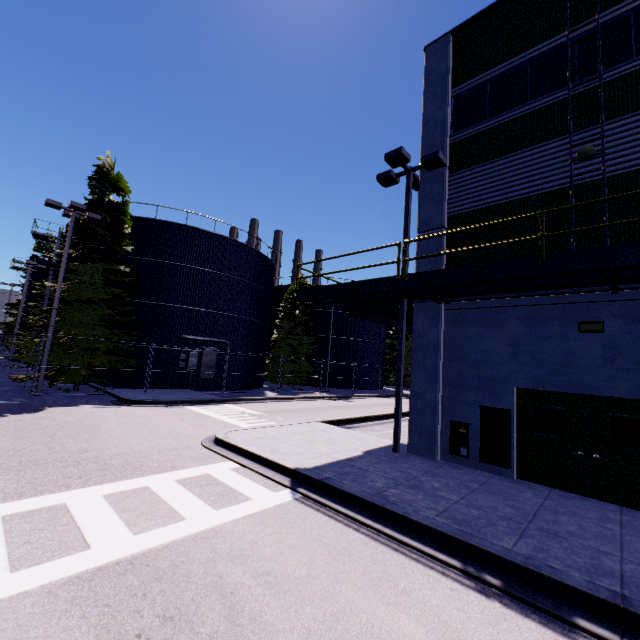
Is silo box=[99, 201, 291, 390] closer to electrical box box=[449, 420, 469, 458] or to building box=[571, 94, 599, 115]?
building box=[571, 94, 599, 115]

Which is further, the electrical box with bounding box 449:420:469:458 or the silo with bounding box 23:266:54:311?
the silo with bounding box 23:266:54:311

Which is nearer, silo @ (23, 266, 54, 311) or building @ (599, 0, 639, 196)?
building @ (599, 0, 639, 196)

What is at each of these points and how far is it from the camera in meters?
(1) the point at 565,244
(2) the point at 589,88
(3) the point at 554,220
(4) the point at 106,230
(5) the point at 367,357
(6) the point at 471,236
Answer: (1) building, 8.5 m
(2) building, 8.7 m
(3) building, 8.8 m
(4) tree, 19.7 m
(5) silo, 40.0 m
(6) building, 10.2 m

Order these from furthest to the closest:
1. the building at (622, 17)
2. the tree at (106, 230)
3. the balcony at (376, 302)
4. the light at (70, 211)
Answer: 1. the tree at (106, 230)
2. the light at (70, 211)
3. the building at (622, 17)
4. the balcony at (376, 302)

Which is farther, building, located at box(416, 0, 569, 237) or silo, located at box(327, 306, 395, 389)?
silo, located at box(327, 306, 395, 389)

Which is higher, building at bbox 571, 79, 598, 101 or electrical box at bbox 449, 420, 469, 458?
building at bbox 571, 79, 598, 101

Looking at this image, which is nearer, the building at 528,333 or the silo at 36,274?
the building at 528,333
